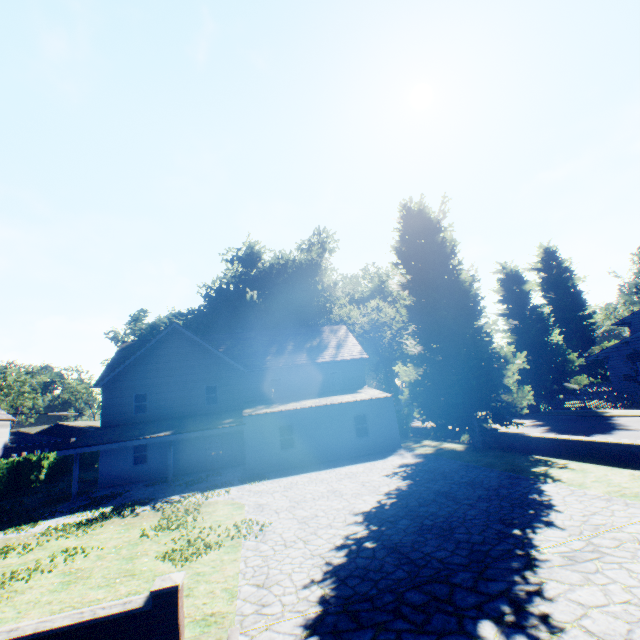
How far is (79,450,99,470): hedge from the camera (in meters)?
34.97

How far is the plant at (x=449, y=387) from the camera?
17.4 meters

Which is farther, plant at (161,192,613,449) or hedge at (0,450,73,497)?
hedge at (0,450,73,497)

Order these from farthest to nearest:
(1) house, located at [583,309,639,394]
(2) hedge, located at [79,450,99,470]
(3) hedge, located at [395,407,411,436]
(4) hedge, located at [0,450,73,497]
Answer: (2) hedge, located at [79,450,99,470]
(1) house, located at [583,309,639,394]
(3) hedge, located at [395,407,411,436]
(4) hedge, located at [0,450,73,497]

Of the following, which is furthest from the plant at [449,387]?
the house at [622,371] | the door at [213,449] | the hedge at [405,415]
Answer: the door at [213,449]

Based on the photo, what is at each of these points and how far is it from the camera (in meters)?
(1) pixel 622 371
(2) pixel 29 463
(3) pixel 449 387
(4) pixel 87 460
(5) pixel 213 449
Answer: (1) house, 28.23
(2) hedge, 26.45
(3) plant, 17.88
(4) hedge, 35.69
(5) door, 23.84

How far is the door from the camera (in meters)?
23.56
